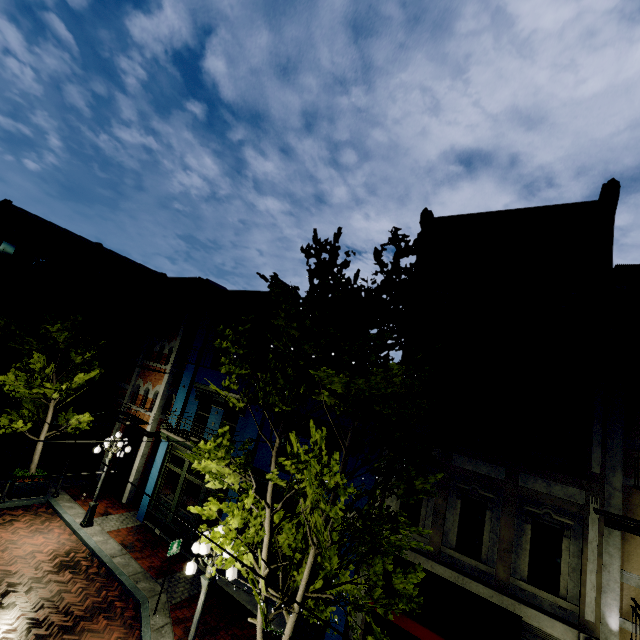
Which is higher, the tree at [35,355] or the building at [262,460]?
the tree at [35,355]

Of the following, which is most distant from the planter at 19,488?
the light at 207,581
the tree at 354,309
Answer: the light at 207,581

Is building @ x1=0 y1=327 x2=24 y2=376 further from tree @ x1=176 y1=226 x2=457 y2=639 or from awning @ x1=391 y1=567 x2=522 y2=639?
awning @ x1=391 y1=567 x2=522 y2=639

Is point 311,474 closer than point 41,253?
Yes

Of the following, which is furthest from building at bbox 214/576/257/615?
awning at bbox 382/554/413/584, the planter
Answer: the planter

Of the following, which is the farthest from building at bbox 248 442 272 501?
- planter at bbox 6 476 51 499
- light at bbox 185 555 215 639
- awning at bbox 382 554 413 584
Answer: light at bbox 185 555 215 639

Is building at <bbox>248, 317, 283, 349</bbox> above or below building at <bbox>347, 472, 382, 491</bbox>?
above

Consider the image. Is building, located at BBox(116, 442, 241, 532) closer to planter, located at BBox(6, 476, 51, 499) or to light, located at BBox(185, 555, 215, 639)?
planter, located at BBox(6, 476, 51, 499)
